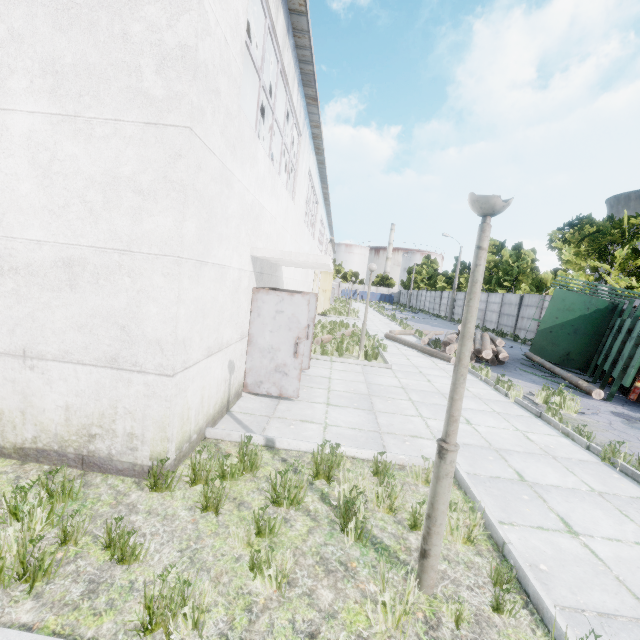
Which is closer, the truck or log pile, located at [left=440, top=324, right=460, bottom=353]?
the truck

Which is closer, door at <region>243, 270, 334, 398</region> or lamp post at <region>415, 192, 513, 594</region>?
lamp post at <region>415, 192, 513, 594</region>

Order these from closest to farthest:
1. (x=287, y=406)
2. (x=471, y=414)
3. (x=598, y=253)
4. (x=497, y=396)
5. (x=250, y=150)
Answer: (x=250, y=150)
(x=287, y=406)
(x=471, y=414)
(x=497, y=396)
(x=598, y=253)

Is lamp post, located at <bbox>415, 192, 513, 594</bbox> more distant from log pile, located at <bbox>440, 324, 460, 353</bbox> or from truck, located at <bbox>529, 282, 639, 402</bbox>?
log pile, located at <bbox>440, 324, 460, 353</bbox>

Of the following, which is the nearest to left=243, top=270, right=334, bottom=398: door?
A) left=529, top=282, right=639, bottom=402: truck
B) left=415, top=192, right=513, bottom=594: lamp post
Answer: left=415, top=192, right=513, bottom=594: lamp post

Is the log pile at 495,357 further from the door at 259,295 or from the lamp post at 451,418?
the lamp post at 451,418

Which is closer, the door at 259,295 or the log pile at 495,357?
the door at 259,295

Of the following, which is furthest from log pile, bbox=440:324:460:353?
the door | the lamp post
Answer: the lamp post
